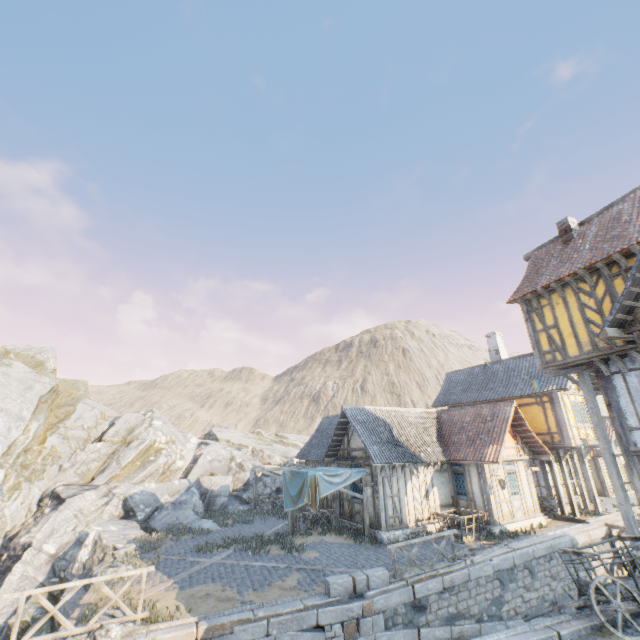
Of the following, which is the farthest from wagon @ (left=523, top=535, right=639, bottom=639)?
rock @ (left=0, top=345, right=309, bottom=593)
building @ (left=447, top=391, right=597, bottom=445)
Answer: building @ (left=447, top=391, right=597, bottom=445)

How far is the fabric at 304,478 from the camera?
14.8 meters

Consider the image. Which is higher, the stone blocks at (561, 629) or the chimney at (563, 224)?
the chimney at (563, 224)

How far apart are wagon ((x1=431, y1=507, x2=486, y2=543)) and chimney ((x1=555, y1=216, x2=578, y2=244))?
12.94m

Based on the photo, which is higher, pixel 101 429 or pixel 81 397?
pixel 81 397

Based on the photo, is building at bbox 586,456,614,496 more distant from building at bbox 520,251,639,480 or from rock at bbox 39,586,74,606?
building at bbox 520,251,639,480

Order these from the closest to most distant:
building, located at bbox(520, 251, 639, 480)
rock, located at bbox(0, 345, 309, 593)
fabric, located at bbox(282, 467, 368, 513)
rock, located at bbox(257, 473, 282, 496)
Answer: building, located at bbox(520, 251, 639, 480) → fabric, located at bbox(282, 467, 368, 513) → rock, located at bbox(0, 345, 309, 593) → rock, located at bbox(257, 473, 282, 496)

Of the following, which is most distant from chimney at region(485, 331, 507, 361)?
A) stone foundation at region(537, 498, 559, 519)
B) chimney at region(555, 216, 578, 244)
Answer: chimney at region(555, 216, 578, 244)
